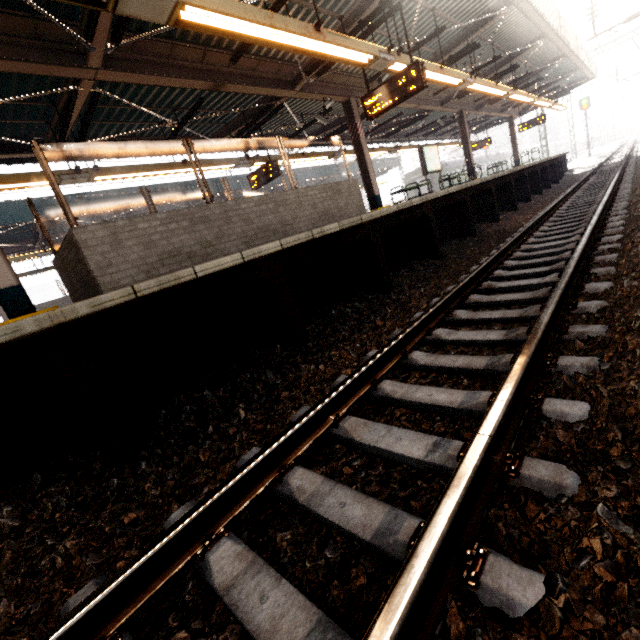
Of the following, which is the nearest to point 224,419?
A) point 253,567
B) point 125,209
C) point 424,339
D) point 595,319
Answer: point 253,567

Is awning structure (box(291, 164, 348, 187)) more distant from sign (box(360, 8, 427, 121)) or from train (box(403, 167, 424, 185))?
sign (box(360, 8, 427, 121))

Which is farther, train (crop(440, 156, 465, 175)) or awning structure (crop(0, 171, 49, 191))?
train (crop(440, 156, 465, 175))

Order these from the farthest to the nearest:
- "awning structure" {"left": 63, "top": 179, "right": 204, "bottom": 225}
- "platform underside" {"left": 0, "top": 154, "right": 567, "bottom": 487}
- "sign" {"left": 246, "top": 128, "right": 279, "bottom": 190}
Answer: "awning structure" {"left": 63, "top": 179, "right": 204, "bottom": 225} < "sign" {"left": 246, "top": 128, "right": 279, "bottom": 190} < "platform underside" {"left": 0, "top": 154, "right": 567, "bottom": 487}

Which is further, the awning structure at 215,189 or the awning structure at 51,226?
the awning structure at 215,189

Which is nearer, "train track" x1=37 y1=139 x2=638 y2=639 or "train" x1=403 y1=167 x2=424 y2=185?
"train track" x1=37 y1=139 x2=638 y2=639

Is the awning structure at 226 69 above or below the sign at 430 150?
above

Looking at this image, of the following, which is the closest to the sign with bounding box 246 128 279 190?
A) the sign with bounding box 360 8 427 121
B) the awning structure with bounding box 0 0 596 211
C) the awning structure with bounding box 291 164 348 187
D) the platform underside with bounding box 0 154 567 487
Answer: the awning structure with bounding box 0 0 596 211
